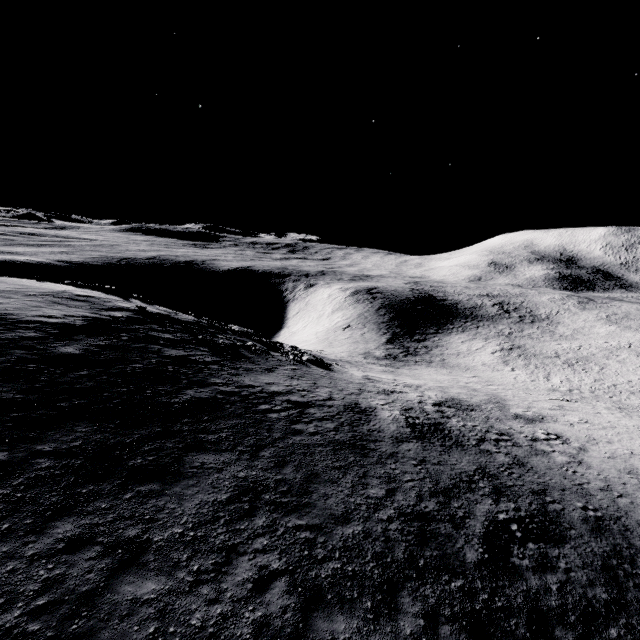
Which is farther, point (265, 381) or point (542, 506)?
point (265, 381)
